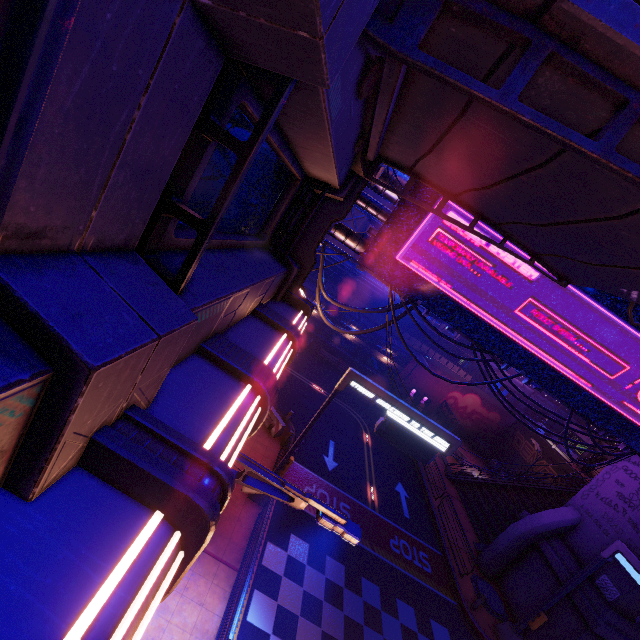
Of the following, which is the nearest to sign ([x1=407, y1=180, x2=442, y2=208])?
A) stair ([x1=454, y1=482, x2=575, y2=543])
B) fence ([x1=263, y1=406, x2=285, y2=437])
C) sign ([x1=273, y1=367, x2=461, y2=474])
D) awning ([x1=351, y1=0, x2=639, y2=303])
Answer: sign ([x1=273, y1=367, x2=461, y2=474])

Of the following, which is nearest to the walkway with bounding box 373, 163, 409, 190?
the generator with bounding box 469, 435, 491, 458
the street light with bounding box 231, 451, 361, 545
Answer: the street light with bounding box 231, 451, 361, 545

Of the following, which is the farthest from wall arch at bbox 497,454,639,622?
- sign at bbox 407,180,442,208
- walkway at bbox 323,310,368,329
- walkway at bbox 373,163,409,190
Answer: walkway at bbox 323,310,368,329

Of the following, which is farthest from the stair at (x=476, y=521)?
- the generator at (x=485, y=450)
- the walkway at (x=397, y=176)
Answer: the walkway at (x=397, y=176)

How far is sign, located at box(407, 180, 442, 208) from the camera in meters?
10.5

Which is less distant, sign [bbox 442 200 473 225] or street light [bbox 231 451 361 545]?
street light [bbox 231 451 361 545]

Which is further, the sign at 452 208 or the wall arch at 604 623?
the wall arch at 604 623

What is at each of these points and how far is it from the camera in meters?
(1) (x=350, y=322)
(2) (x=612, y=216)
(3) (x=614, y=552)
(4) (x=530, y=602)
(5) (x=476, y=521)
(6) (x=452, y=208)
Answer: (1) walkway, 36.2
(2) awning, 3.1
(3) sign, 13.4
(4) wall arch, 16.6
(5) stair, 22.9
(6) sign, 10.6
